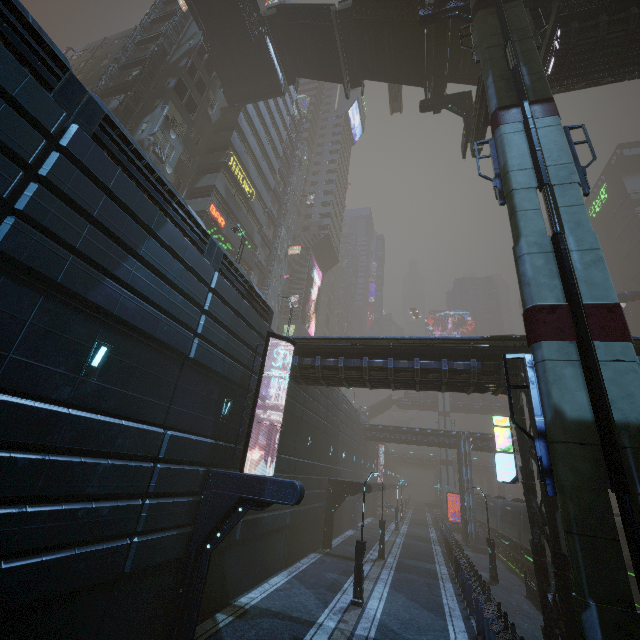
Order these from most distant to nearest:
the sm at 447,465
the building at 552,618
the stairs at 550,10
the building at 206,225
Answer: the sm at 447,465
the stairs at 550,10
the building at 552,618
the building at 206,225

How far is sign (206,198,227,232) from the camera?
27.8m

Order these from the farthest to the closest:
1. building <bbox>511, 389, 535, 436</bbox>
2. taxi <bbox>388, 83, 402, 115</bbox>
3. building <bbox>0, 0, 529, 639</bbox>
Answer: taxi <bbox>388, 83, 402, 115</bbox> < building <bbox>511, 389, 535, 436</bbox> < building <bbox>0, 0, 529, 639</bbox>

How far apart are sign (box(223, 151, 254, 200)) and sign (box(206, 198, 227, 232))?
4.3 meters

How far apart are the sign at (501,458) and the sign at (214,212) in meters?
25.5

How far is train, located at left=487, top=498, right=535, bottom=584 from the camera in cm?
2373

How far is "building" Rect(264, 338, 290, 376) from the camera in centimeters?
1667cm

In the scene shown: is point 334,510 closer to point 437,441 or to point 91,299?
point 437,441
